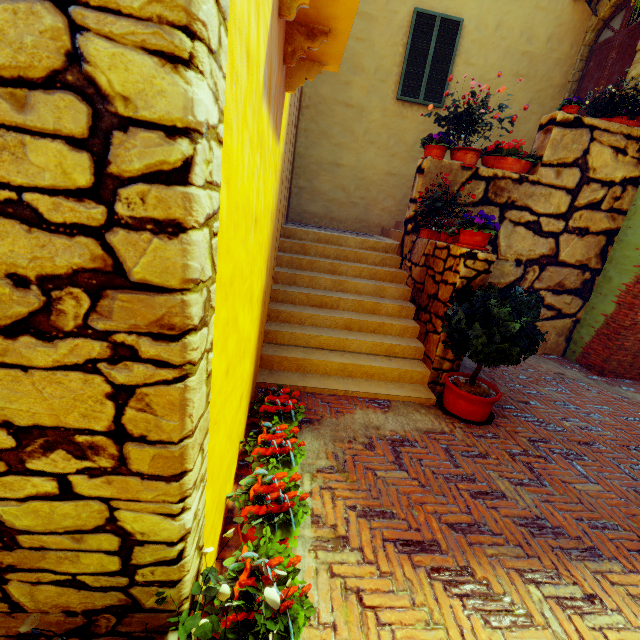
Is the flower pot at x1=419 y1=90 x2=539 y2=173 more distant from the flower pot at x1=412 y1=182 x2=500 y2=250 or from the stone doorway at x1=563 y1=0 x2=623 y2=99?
the stone doorway at x1=563 y1=0 x2=623 y2=99

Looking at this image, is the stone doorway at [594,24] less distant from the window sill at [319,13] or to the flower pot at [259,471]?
the window sill at [319,13]

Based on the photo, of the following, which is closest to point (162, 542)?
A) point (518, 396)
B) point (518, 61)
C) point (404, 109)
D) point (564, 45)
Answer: point (518, 396)

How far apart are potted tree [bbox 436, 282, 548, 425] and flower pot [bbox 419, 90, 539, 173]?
2.76m

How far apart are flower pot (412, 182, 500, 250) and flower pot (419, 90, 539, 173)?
1.4 meters

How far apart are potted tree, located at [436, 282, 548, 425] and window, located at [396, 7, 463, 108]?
5.78m

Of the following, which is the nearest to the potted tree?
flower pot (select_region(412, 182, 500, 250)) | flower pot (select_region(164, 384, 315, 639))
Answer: flower pot (select_region(412, 182, 500, 250))

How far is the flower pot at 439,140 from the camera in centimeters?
522cm
